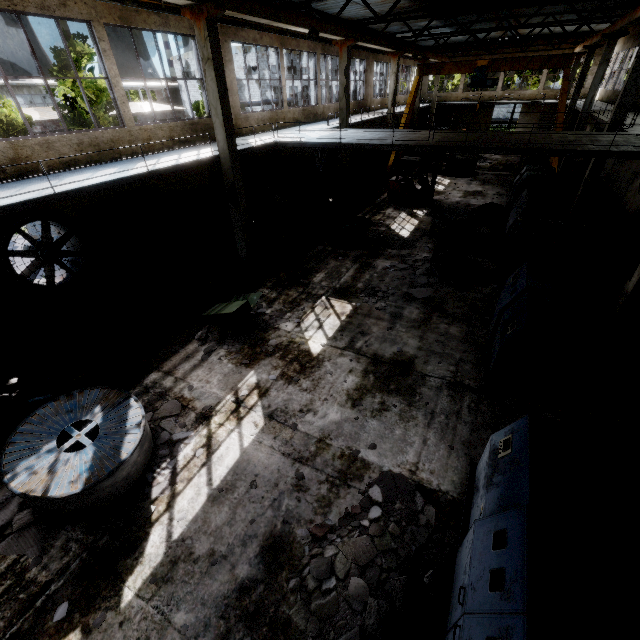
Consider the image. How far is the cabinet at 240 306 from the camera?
8.9 meters

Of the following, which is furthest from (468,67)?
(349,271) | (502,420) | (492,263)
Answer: (502,420)

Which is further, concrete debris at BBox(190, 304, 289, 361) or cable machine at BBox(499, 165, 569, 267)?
cable machine at BBox(499, 165, 569, 267)

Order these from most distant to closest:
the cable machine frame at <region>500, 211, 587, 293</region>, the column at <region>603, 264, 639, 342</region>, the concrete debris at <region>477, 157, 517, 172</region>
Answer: the concrete debris at <region>477, 157, 517, 172</region> → the cable machine frame at <region>500, 211, 587, 293</region> → the column at <region>603, 264, 639, 342</region>

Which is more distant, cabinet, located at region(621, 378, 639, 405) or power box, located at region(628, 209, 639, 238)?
power box, located at region(628, 209, 639, 238)

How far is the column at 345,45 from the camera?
16.1 meters

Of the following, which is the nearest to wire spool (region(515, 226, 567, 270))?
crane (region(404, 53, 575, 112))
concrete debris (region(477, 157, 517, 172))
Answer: crane (region(404, 53, 575, 112))

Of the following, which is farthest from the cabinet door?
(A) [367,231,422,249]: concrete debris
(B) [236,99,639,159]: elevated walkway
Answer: (B) [236,99,639,159]: elevated walkway
